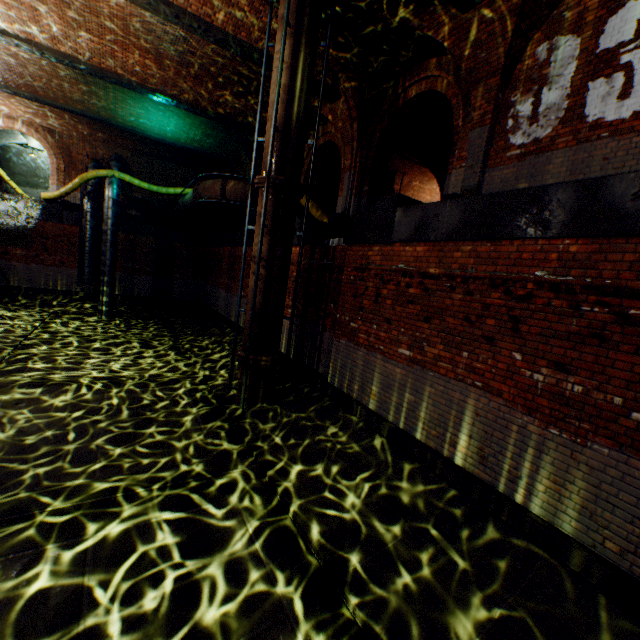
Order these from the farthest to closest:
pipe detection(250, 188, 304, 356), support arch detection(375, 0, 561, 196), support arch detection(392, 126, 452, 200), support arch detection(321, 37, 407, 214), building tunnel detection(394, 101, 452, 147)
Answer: support arch detection(392, 126, 452, 200), building tunnel detection(394, 101, 452, 147), support arch detection(321, 37, 407, 214), pipe detection(250, 188, 304, 356), support arch detection(375, 0, 561, 196)

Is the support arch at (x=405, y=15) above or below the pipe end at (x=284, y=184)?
above

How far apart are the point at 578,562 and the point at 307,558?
3.15m

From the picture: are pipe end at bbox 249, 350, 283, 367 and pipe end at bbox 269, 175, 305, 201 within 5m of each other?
yes

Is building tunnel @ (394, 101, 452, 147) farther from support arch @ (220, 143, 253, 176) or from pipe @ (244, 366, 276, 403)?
pipe @ (244, 366, 276, 403)

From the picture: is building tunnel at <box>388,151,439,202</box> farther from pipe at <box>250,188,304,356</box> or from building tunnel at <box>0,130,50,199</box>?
building tunnel at <box>0,130,50,199</box>

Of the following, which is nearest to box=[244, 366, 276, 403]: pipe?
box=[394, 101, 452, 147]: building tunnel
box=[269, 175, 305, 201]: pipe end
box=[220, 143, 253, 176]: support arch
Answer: box=[269, 175, 305, 201]: pipe end

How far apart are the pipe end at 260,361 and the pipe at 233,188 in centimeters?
724cm
